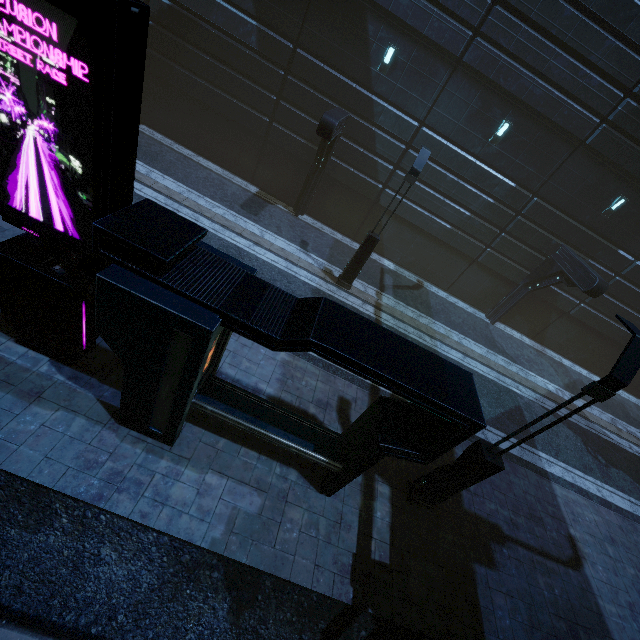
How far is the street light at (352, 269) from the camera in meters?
10.4 m

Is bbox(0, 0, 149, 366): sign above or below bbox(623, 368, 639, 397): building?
above

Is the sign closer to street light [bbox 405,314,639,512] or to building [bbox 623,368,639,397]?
building [bbox 623,368,639,397]

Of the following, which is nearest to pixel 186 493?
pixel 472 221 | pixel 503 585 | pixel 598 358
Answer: pixel 503 585

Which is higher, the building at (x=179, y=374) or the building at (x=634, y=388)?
the building at (x=179, y=374)

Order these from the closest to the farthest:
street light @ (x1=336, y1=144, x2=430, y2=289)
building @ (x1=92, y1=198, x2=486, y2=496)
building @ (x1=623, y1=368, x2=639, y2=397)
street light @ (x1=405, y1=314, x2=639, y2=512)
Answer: building @ (x1=92, y1=198, x2=486, y2=496) → street light @ (x1=405, y1=314, x2=639, y2=512) → street light @ (x1=336, y1=144, x2=430, y2=289) → building @ (x1=623, y1=368, x2=639, y2=397)
